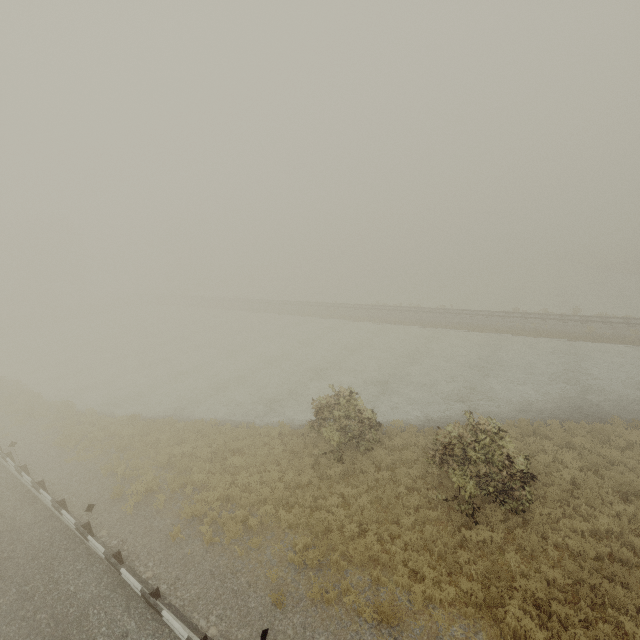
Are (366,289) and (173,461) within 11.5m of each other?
no
